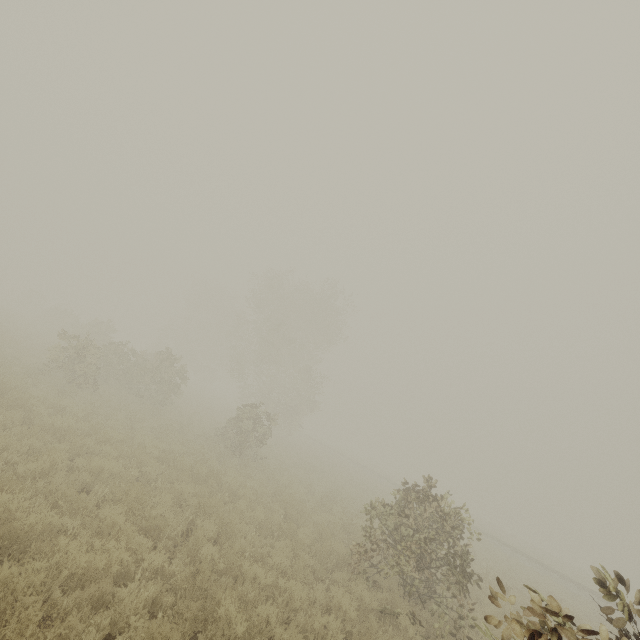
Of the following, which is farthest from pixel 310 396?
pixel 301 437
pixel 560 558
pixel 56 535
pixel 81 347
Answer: pixel 560 558
